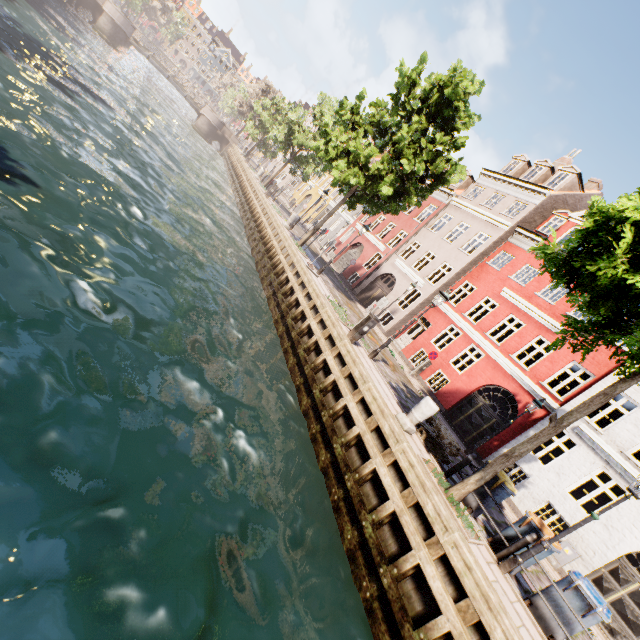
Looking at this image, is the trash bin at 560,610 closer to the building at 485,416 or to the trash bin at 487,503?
the trash bin at 487,503

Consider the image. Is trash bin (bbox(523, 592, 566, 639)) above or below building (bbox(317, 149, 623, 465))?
below

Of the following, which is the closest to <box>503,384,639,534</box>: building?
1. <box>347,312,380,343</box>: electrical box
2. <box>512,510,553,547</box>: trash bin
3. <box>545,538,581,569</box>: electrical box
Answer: <box>545,538,581,569</box>: electrical box

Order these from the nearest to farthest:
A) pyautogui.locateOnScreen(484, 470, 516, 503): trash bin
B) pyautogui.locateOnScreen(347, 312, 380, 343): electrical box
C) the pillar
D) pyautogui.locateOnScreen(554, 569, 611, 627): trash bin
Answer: pyautogui.locateOnScreen(554, 569, 611, 627): trash bin
pyautogui.locateOnScreen(484, 470, 516, 503): trash bin
the pillar
pyautogui.locateOnScreen(347, 312, 380, 343): electrical box

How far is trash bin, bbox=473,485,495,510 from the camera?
8.2 meters

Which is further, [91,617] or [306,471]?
[306,471]

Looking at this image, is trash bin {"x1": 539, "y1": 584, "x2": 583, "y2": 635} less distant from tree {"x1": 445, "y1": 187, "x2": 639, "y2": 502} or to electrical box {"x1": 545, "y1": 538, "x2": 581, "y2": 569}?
tree {"x1": 445, "y1": 187, "x2": 639, "y2": 502}

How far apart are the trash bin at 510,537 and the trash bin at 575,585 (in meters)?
0.35
